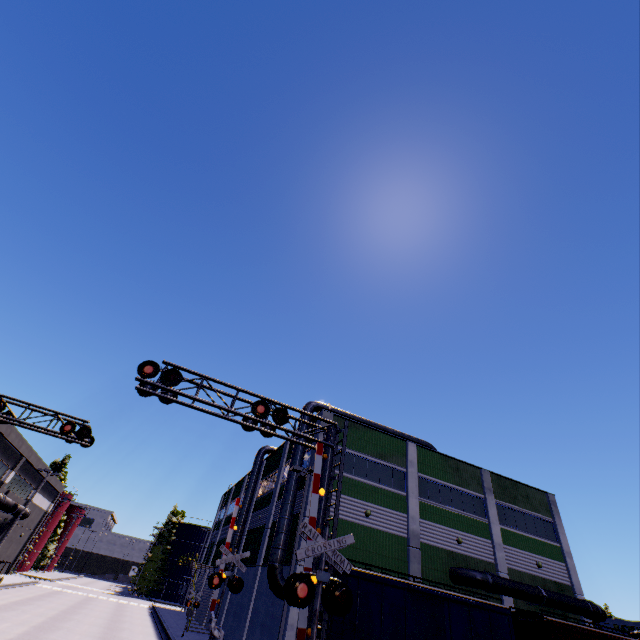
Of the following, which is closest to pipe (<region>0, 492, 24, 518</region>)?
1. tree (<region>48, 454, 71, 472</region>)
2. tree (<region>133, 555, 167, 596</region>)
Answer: tree (<region>133, 555, 167, 596</region>)

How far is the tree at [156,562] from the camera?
56.9 meters

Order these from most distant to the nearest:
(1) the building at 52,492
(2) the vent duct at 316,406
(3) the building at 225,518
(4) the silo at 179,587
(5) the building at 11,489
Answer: (4) the silo at 179,587
(3) the building at 225,518
(1) the building at 52,492
(5) the building at 11,489
(2) the vent duct at 316,406

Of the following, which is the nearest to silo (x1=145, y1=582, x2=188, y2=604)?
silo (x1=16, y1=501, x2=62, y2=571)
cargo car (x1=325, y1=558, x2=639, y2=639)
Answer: silo (x1=16, y1=501, x2=62, y2=571)

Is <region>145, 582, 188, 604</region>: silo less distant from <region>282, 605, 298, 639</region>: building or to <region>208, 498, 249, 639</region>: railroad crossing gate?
<region>282, 605, 298, 639</region>: building

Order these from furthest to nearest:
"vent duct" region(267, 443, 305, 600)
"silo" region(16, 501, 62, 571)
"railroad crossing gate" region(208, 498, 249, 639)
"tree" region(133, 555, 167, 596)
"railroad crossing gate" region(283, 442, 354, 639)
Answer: "tree" region(133, 555, 167, 596), "silo" region(16, 501, 62, 571), "vent duct" region(267, 443, 305, 600), "railroad crossing gate" region(208, 498, 249, 639), "railroad crossing gate" region(283, 442, 354, 639)

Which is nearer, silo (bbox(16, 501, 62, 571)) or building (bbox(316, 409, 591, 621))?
building (bbox(316, 409, 591, 621))

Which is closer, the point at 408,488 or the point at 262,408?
the point at 262,408
